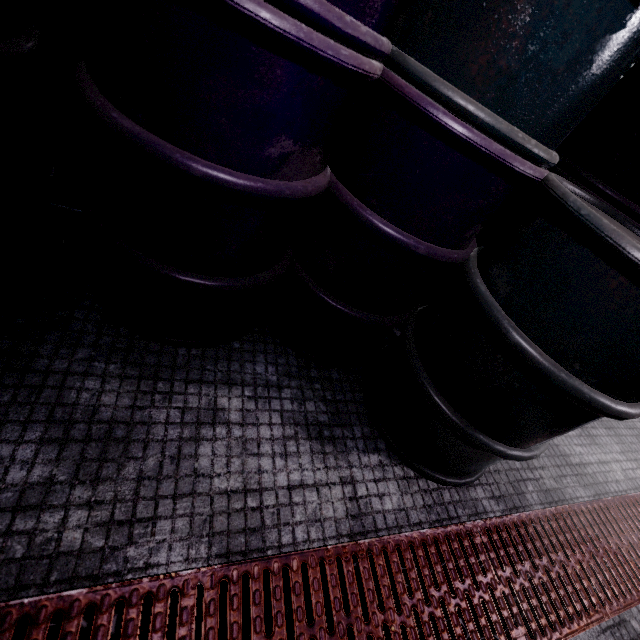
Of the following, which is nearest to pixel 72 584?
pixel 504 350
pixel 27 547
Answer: pixel 27 547
